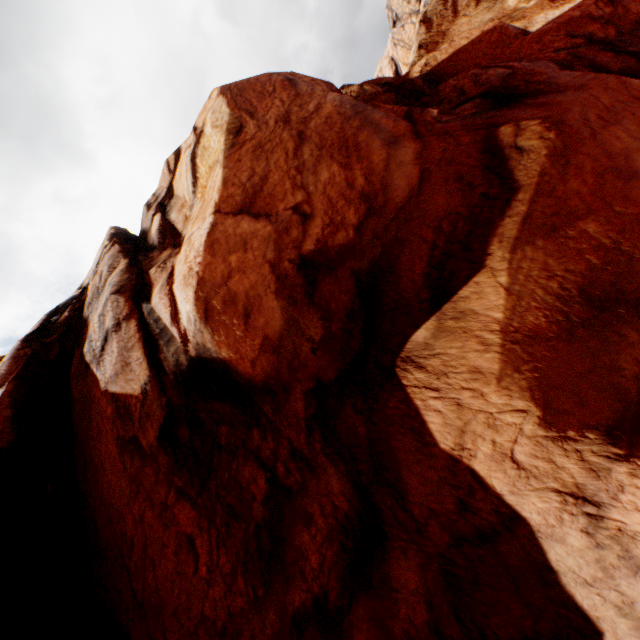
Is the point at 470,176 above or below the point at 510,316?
above
